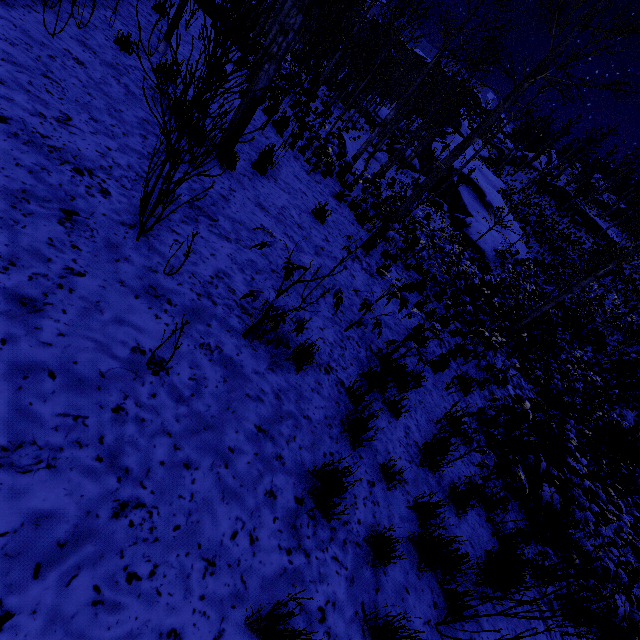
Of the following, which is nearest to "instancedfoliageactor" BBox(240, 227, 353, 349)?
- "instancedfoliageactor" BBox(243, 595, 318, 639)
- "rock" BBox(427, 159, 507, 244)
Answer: "rock" BBox(427, 159, 507, 244)

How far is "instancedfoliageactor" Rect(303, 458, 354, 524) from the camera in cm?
232

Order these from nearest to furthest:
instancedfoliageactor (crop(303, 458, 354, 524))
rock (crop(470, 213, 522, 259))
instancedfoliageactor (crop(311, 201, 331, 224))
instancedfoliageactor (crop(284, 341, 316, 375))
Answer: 1. instancedfoliageactor (crop(303, 458, 354, 524))
2. instancedfoliageactor (crop(284, 341, 316, 375))
3. instancedfoliageactor (crop(311, 201, 331, 224))
4. rock (crop(470, 213, 522, 259))

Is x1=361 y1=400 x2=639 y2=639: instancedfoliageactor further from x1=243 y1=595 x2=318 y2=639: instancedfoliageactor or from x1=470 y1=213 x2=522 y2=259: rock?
x1=243 y1=595 x2=318 y2=639: instancedfoliageactor

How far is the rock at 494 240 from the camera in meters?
21.1

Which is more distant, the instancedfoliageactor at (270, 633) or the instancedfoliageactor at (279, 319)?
the instancedfoliageactor at (279, 319)

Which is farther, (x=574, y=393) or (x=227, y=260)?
(x=574, y=393)

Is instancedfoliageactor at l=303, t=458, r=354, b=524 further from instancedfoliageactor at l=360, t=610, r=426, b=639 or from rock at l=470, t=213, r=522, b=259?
instancedfoliageactor at l=360, t=610, r=426, b=639
